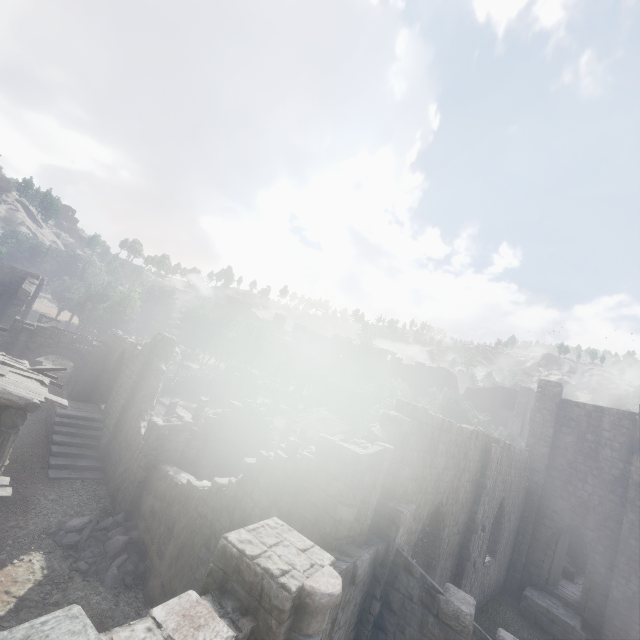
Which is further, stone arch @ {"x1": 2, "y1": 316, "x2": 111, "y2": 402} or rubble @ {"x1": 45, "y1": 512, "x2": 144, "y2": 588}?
stone arch @ {"x1": 2, "y1": 316, "x2": 111, "y2": 402}

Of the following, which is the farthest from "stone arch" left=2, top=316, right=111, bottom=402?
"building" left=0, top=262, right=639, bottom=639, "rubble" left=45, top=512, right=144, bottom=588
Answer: "rubble" left=45, top=512, right=144, bottom=588

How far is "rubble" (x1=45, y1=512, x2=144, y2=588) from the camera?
10.7m

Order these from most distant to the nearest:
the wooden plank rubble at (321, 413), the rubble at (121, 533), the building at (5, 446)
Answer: the wooden plank rubble at (321, 413), the rubble at (121, 533), the building at (5, 446)

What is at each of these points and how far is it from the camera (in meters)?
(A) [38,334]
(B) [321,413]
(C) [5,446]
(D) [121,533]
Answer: (A) stone arch, 21.19
(B) wooden plank rubble, 29.36
(C) building, 8.67
(D) rubble, 12.16

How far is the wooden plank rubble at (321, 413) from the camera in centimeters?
2607cm

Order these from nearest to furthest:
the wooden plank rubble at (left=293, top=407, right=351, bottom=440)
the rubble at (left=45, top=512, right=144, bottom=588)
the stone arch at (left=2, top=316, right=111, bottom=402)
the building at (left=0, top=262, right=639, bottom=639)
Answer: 1. the building at (left=0, top=262, right=639, bottom=639)
2. the rubble at (left=45, top=512, right=144, bottom=588)
3. the stone arch at (left=2, top=316, right=111, bottom=402)
4. the wooden plank rubble at (left=293, top=407, right=351, bottom=440)

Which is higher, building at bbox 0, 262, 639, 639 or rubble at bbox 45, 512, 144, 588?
building at bbox 0, 262, 639, 639
